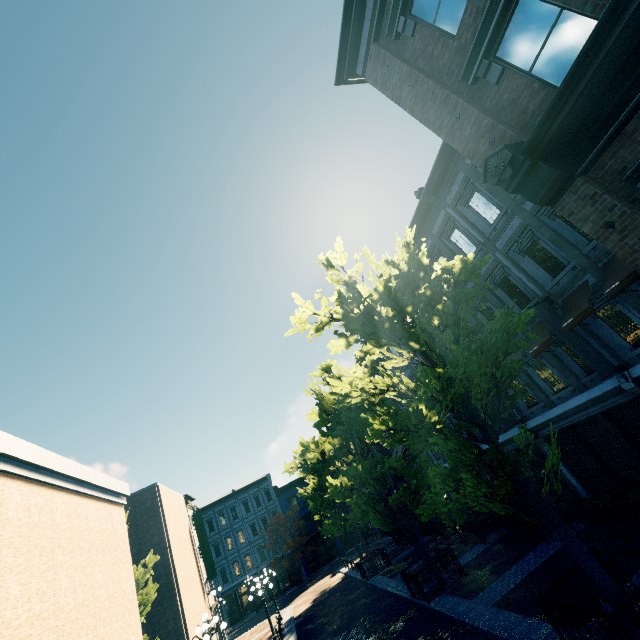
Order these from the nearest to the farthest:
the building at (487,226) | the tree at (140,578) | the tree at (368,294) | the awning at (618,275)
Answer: the building at (487,226) → the tree at (368,294) → the awning at (618,275) → the tree at (140,578)

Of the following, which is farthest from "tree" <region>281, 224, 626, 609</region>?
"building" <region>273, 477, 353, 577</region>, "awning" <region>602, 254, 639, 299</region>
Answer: "awning" <region>602, 254, 639, 299</region>

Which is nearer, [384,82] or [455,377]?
[455,377]

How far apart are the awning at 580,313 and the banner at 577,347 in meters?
0.3 m

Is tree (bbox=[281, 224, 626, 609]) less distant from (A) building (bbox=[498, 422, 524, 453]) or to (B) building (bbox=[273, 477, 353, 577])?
(B) building (bbox=[273, 477, 353, 577])

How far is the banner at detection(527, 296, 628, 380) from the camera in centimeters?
970cm

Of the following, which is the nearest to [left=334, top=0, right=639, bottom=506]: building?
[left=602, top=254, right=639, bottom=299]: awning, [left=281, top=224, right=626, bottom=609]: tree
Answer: [left=602, top=254, right=639, bottom=299]: awning

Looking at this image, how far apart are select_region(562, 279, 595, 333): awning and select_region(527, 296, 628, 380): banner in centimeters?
26cm
